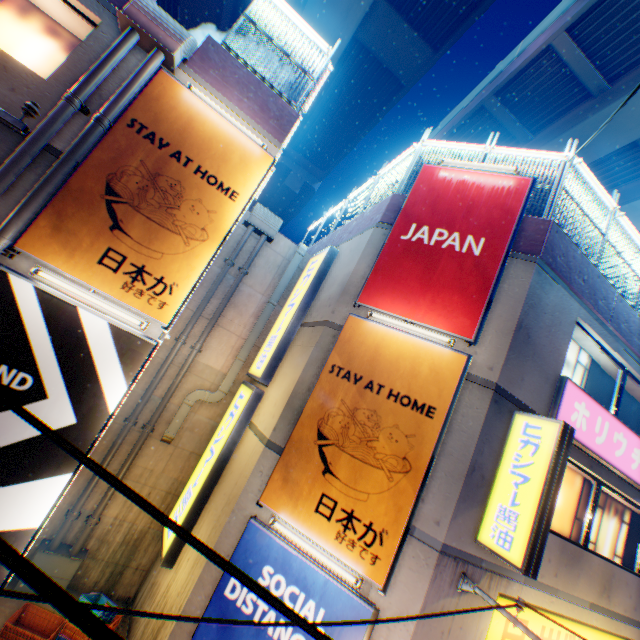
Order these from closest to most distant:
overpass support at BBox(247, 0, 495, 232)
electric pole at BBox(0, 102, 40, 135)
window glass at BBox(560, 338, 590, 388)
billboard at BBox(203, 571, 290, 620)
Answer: electric pole at BBox(0, 102, 40, 135)
billboard at BBox(203, 571, 290, 620)
window glass at BBox(560, 338, 590, 388)
overpass support at BBox(247, 0, 495, 232)

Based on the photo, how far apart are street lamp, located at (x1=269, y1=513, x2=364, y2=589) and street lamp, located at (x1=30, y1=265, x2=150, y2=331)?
4.4m

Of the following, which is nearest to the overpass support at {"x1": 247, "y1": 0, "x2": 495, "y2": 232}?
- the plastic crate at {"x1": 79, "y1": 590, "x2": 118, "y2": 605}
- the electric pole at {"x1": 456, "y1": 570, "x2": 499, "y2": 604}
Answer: the electric pole at {"x1": 456, "y1": 570, "x2": 499, "y2": 604}

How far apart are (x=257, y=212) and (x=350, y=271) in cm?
A: 418

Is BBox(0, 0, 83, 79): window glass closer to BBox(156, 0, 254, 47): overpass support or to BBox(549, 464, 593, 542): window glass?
BBox(549, 464, 593, 542): window glass

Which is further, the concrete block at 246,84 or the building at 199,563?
the concrete block at 246,84

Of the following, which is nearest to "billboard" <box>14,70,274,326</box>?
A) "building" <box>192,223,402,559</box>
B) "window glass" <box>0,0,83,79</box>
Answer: "window glass" <box>0,0,83,79</box>

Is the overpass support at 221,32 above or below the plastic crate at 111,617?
above
